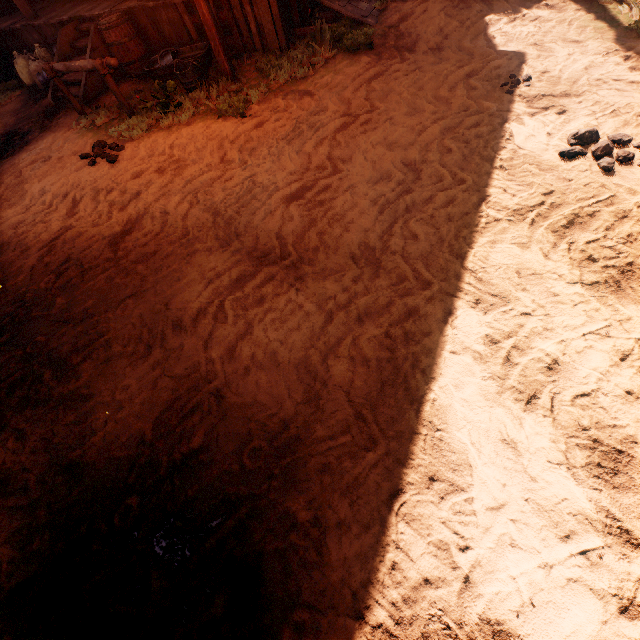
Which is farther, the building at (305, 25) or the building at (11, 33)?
the building at (11, 33)

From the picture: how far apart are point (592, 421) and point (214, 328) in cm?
290

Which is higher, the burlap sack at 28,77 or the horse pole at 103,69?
the horse pole at 103,69

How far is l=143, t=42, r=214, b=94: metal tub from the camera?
5.71m

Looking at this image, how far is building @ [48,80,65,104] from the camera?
7.1 meters

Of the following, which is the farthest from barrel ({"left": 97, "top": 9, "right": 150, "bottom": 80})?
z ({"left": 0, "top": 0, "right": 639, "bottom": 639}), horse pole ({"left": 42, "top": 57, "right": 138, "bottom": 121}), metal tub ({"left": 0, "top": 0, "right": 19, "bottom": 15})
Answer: metal tub ({"left": 0, "top": 0, "right": 19, "bottom": 15})

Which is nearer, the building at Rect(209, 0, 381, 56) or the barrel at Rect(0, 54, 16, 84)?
the building at Rect(209, 0, 381, 56)

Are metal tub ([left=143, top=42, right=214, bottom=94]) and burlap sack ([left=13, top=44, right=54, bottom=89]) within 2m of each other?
no
